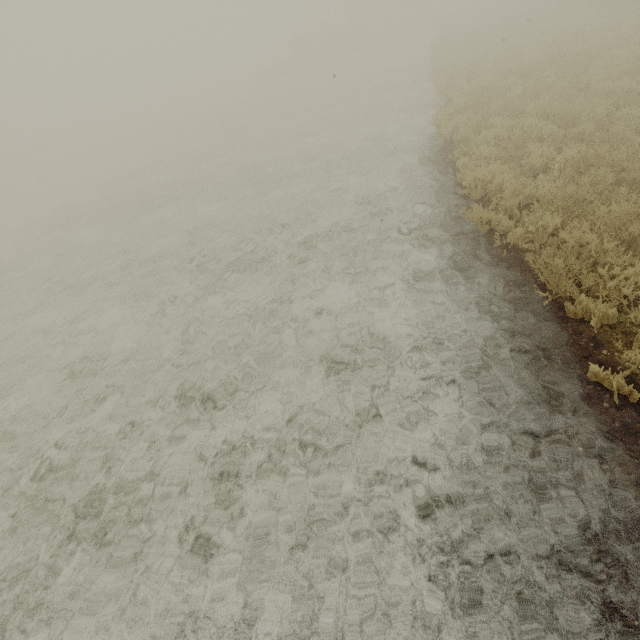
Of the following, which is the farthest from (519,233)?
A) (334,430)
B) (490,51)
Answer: (490,51)
